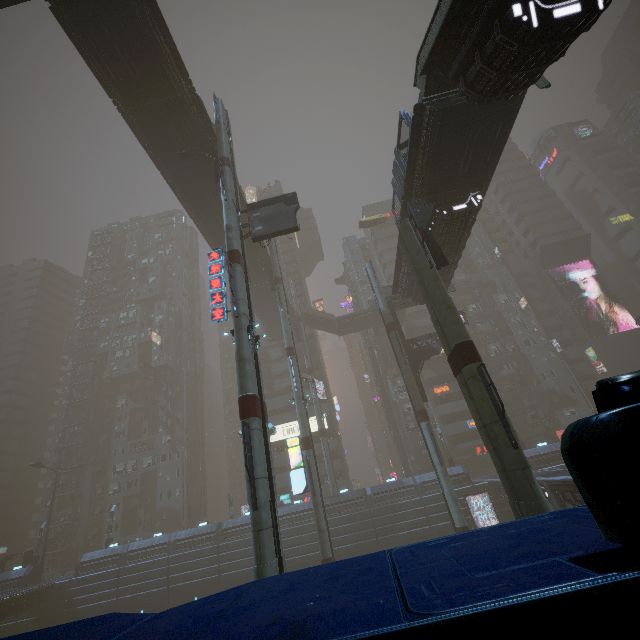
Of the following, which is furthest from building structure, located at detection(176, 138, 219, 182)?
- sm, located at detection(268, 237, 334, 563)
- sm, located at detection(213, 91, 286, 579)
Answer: sm, located at detection(268, 237, 334, 563)

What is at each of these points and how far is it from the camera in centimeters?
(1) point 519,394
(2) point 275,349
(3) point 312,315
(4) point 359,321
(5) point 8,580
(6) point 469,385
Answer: (1) building, 5294cm
(2) building, 5997cm
(3) stairs, 5409cm
(4) bridge, 5384cm
(5) building, 3869cm
(6) sm, 1452cm

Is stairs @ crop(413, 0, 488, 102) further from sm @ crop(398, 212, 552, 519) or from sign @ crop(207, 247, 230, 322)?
sign @ crop(207, 247, 230, 322)

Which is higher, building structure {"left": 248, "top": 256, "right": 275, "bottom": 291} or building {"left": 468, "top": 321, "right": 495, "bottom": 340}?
building structure {"left": 248, "top": 256, "right": 275, "bottom": 291}

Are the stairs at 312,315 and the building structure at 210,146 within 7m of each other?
no

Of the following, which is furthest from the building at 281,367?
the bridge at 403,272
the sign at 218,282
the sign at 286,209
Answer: the sign at 218,282

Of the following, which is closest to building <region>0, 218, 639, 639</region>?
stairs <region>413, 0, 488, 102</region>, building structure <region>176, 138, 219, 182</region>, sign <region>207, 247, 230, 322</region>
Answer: stairs <region>413, 0, 488, 102</region>

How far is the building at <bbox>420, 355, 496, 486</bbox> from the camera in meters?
46.7
